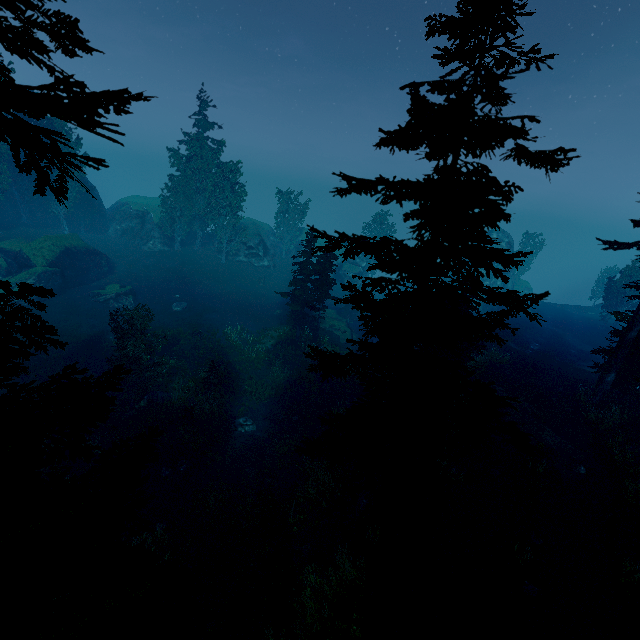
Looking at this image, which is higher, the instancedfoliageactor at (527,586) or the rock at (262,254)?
the rock at (262,254)

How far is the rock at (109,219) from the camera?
48.7m

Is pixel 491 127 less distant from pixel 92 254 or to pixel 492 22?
pixel 492 22

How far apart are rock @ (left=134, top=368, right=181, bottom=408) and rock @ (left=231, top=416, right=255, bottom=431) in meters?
4.8 m

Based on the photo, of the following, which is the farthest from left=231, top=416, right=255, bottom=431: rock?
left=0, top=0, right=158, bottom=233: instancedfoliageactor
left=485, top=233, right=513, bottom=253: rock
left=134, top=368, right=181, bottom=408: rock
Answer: left=485, top=233, right=513, bottom=253: rock

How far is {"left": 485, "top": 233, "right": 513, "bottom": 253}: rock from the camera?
58.5 meters

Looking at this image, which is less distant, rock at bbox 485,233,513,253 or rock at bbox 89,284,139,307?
rock at bbox 89,284,139,307

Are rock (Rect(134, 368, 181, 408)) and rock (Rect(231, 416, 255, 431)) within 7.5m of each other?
yes
